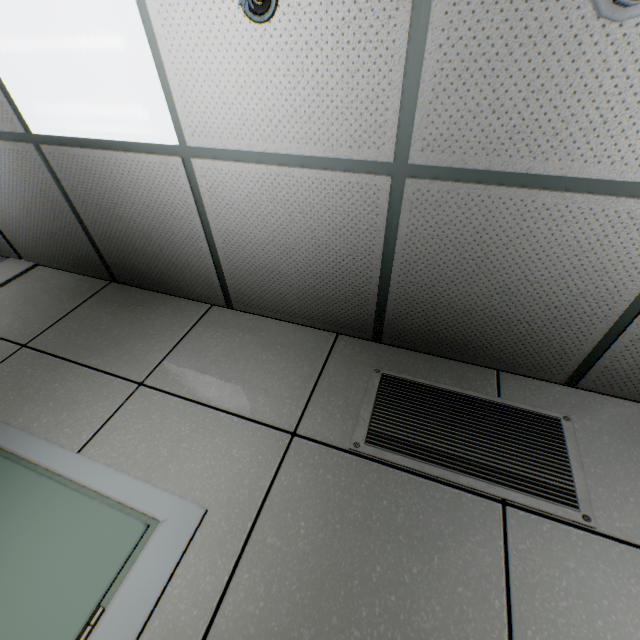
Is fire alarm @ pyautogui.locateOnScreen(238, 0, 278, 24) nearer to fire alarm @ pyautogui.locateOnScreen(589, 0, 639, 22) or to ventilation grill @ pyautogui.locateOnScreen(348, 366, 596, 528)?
fire alarm @ pyautogui.locateOnScreen(589, 0, 639, 22)

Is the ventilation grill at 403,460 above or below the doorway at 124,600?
above

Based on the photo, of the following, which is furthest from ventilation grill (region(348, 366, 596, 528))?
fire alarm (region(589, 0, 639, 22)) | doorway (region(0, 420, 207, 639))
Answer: fire alarm (region(589, 0, 639, 22))

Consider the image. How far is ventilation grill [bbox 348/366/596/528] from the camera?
1.3m

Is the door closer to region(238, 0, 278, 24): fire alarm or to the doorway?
the doorway

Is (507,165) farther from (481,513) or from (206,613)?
(206,613)

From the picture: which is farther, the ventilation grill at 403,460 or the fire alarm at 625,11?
the ventilation grill at 403,460

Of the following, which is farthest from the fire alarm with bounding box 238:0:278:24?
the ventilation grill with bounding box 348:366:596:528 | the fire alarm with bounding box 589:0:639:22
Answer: the ventilation grill with bounding box 348:366:596:528
